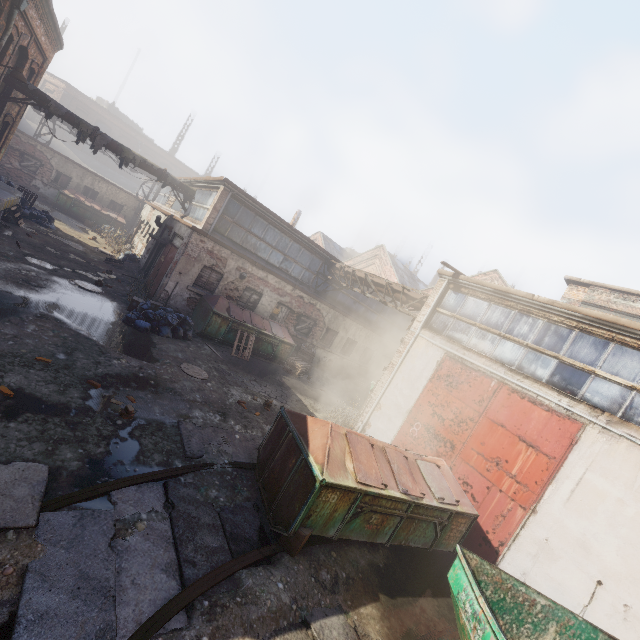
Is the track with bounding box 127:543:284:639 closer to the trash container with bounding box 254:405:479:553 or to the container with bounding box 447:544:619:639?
the trash container with bounding box 254:405:479:553

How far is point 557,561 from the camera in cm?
662

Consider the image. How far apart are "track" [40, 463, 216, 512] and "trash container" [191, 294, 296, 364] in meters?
A: 7.2

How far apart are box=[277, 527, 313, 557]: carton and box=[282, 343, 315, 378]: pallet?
9.8m

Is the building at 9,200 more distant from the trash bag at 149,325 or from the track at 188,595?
the track at 188,595

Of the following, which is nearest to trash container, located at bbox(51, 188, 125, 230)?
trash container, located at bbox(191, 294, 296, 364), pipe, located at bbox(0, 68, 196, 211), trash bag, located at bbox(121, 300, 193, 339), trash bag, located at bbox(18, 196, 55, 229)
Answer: trash bag, located at bbox(18, 196, 55, 229)

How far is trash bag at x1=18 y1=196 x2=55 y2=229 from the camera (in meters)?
16.53

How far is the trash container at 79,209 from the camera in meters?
23.4 m
